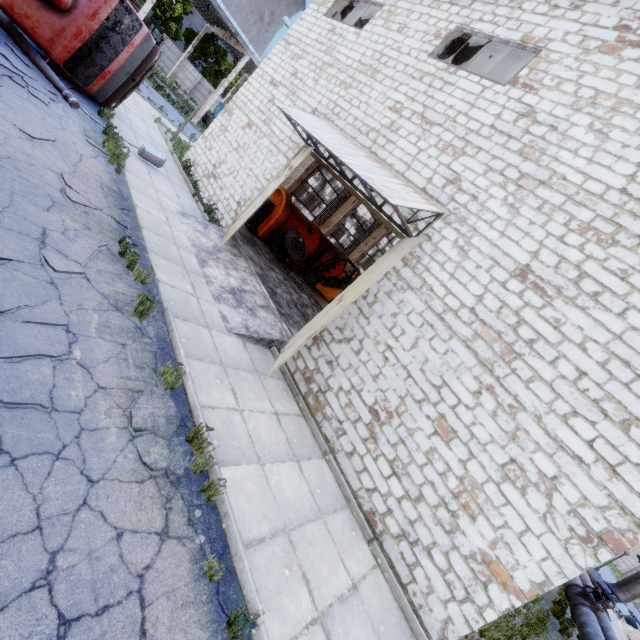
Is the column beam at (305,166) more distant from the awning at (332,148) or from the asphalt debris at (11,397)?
the asphalt debris at (11,397)

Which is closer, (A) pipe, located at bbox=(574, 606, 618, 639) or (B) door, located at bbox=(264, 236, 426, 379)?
(B) door, located at bbox=(264, 236, 426, 379)

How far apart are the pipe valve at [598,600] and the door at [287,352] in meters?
12.5

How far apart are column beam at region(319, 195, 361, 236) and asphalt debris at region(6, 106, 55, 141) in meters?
15.7 m

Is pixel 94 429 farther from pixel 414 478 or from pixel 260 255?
pixel 260 255

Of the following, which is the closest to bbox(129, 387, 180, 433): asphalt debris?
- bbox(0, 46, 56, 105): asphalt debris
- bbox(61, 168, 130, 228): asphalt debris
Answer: bbox(61, 168, 130, 228): asphalt debris

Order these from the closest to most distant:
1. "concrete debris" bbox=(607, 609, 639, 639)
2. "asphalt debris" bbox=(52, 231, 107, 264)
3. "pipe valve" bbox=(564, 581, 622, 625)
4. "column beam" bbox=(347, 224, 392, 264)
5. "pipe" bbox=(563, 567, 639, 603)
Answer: "asphalt debris" bbox=(52, 231, 107, 264) → "pipe valve" bbox=(564, 581, 622, 625) → "pipe" bbox=(563, 567, 639, 603) → "concrete debris" bbox=(607, 609, 639, 639) → "column beam" bbox=(347, 224, 392, 264)

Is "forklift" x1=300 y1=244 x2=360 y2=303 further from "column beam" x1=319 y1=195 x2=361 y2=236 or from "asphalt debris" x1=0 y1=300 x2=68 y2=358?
"asphalt debris" x1=0 y1=300 x2=68 y2=358
